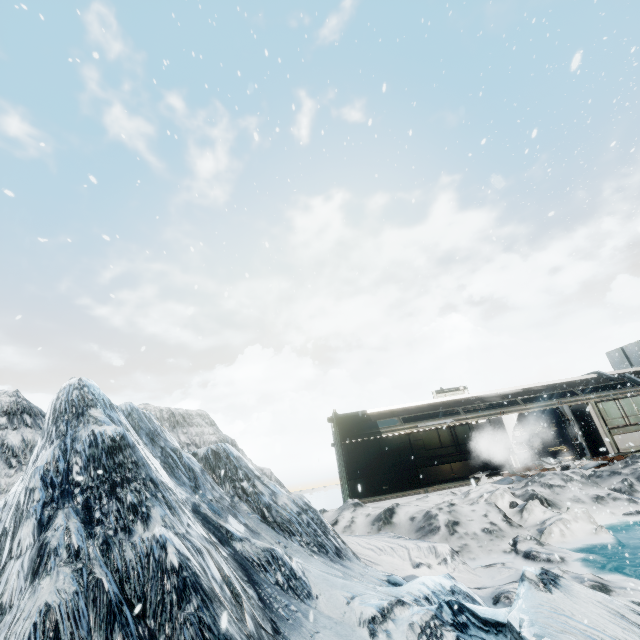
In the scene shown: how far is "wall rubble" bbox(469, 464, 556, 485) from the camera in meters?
14.9 m

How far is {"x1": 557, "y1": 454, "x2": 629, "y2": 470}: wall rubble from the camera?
14.9m

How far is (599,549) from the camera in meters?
8.7

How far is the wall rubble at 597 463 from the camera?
14.91m

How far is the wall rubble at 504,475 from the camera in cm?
1490
